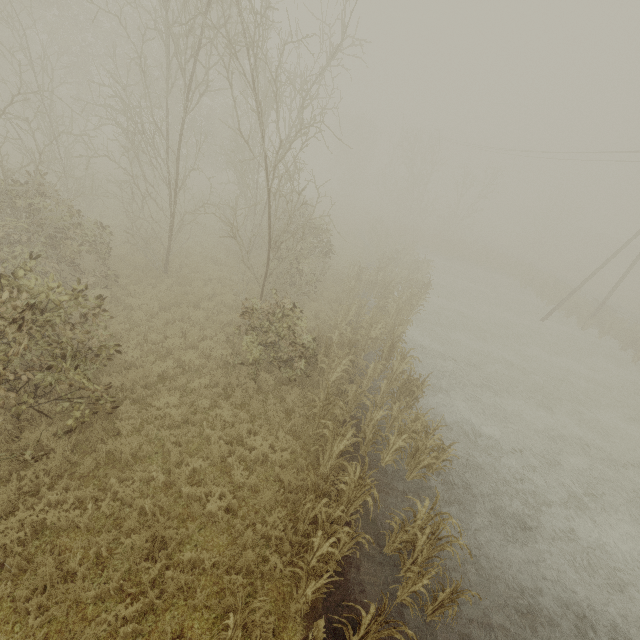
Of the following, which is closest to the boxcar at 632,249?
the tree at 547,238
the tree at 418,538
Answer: the tree at 547,238

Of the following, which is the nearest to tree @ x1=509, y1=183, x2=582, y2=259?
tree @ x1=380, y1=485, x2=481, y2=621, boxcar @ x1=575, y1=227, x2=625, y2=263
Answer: boxcar @ x1=575, y1=227, x2=625, y2=263

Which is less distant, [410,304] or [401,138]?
[410,304]

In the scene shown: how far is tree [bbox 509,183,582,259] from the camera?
46.14m

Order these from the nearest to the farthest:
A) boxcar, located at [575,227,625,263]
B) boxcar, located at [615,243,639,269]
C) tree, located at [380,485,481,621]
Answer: tree, located at [380,485,481,621] < boxcar, located at [615,243,639,269] < boxcar, located at [575,227,625,263]
